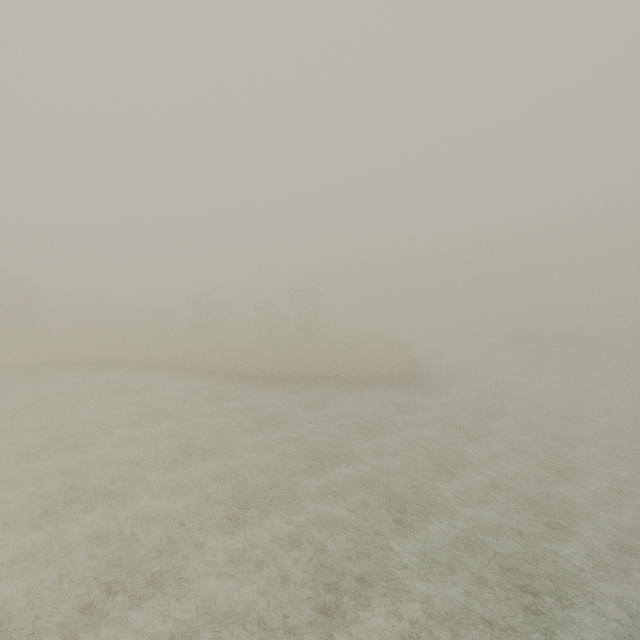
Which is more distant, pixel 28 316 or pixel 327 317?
pixel 327 317
